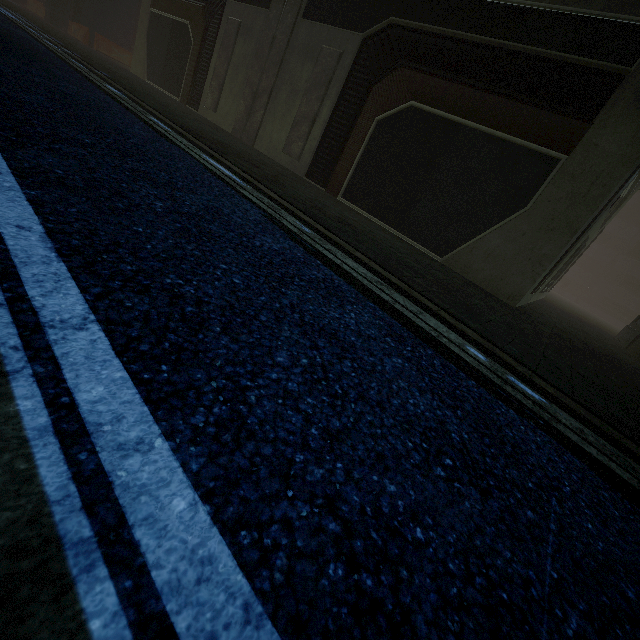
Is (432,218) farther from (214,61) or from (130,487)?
(214,61)
